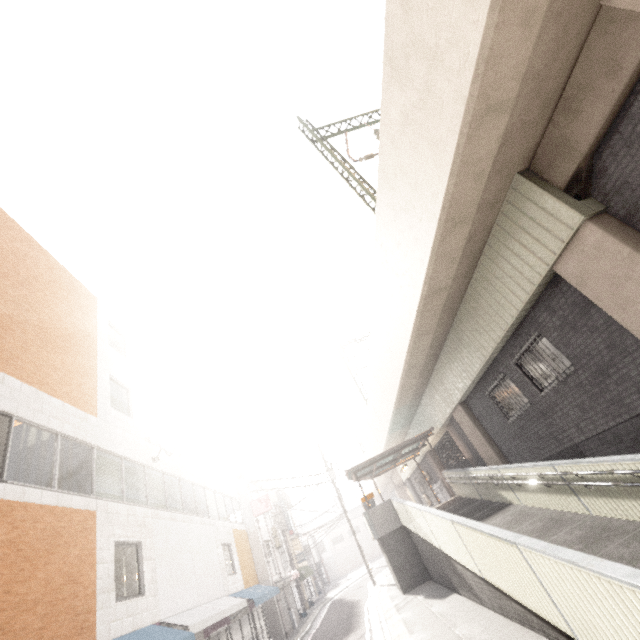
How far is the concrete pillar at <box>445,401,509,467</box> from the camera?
13.2m

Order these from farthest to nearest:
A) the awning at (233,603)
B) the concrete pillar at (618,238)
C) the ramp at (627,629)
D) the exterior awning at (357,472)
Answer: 1. the exterior awning at (357,472)
2. the awning at (233,603)
3. the concrete pillar at (618,238)
4. the ramp at (627,629)

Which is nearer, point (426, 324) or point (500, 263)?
point (500, 263)

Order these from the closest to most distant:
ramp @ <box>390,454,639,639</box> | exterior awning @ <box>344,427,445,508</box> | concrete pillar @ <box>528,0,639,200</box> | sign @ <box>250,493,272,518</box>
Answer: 1. ramp @ <box>390,454,639,639</box>
2. concrete pillar @ <box>528,0,639,200</box>
3. exterior awning @ <box>344,427,445,508</box>
4. sign @ <box>250,493,272,518</box>

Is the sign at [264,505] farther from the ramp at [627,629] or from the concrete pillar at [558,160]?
the concrete pillar at [558,160]

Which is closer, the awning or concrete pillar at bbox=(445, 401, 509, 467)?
the awning

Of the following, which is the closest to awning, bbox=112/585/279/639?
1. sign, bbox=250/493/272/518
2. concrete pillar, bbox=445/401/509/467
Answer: sign, bbox=250/493/272/518

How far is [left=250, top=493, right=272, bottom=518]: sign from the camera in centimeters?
2203cm
